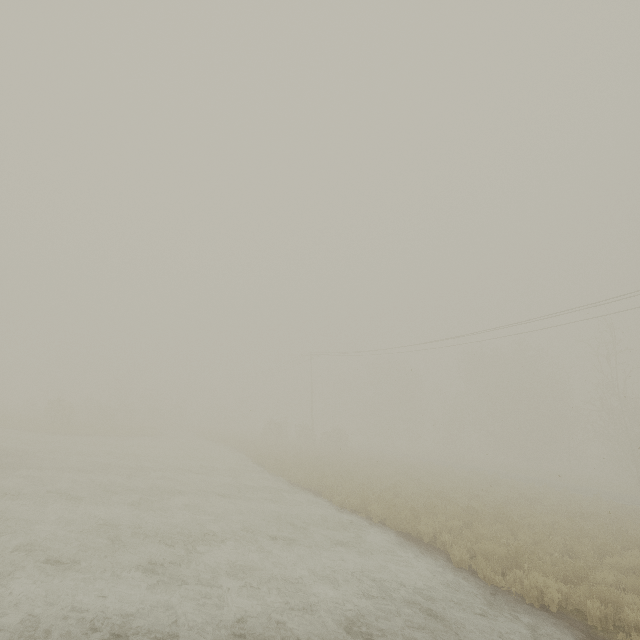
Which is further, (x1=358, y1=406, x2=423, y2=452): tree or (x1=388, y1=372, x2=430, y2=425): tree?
A: (x1=388, y1=372, x2=430, y2=425): tree

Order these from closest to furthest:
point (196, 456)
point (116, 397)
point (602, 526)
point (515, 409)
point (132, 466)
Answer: point (602, 526)
point (132, 466)
point (196, 456)
point (515, 409)
point (116, 397)

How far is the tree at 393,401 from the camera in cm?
5556

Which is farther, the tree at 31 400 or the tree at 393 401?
the tree at 393 401

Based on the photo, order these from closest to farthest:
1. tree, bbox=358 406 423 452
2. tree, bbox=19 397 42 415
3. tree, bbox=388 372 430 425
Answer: tree, bbox=19 397 42 415, tree, bbox=358 406 423 452, tree, bbox=388 372 430 425

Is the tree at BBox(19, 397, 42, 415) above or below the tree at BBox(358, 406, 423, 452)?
below

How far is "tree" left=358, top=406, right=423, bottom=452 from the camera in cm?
5400

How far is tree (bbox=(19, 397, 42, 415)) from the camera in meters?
39.5 m
